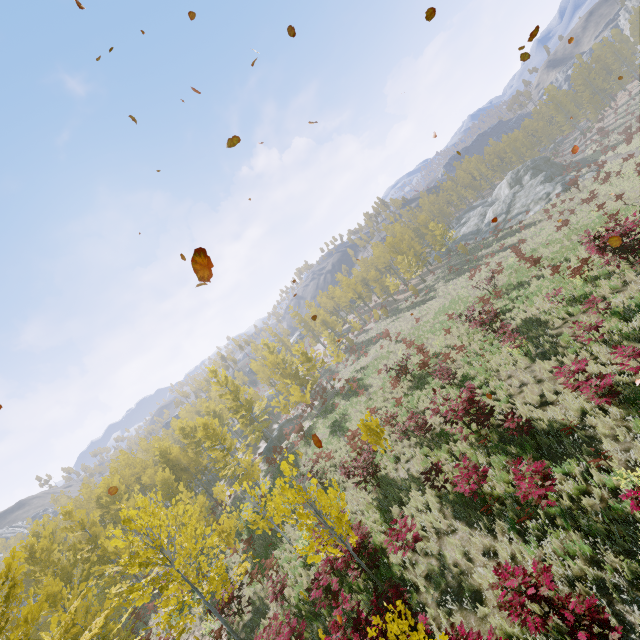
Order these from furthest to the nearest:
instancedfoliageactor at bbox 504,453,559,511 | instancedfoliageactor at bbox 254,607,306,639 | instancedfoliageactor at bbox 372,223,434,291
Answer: instancedfoliageactor at bbox 372,223,434,291, instancedfoliageactor at bbox 254,607,306,639, instancedfoliageactor at bbox 504,453,559,511

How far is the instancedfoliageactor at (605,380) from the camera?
7.9m

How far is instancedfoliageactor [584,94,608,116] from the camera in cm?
5612

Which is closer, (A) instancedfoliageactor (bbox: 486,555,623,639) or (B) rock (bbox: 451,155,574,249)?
(A) instancedfoliageactor (bbox: 486,555,623,639)

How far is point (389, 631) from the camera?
4.7 meters

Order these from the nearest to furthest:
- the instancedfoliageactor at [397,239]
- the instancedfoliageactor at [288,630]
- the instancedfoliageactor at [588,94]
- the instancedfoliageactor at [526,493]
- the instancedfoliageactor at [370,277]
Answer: the instancedfoliageactor at [526,493]
the instancedfoliageactor at [288,630]
the instancedfoliageactor at [397,239]
the instancedfoliageactor at [370,277]
the instancedfoliageactor at [588,94]
